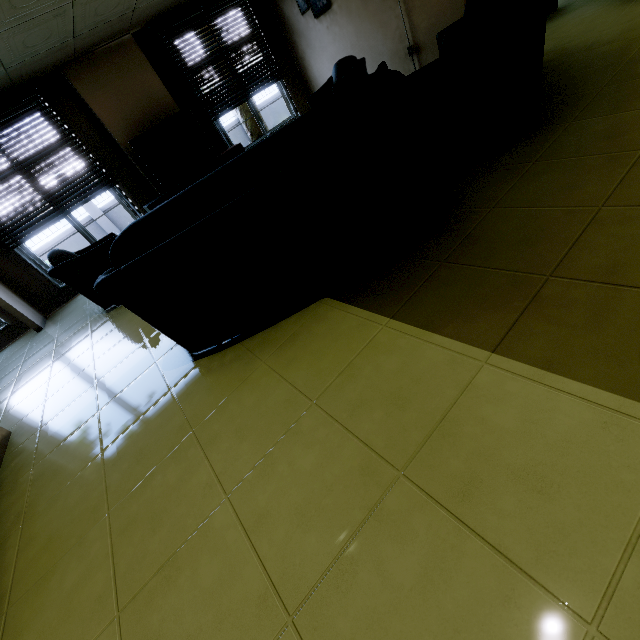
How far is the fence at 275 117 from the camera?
13.3 meters

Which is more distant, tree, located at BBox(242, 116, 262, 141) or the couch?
tree, located at BBox(242, 116, 262, 141)

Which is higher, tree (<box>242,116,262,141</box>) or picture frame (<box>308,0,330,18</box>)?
picture frame (<box>308,0,330,18</box>)

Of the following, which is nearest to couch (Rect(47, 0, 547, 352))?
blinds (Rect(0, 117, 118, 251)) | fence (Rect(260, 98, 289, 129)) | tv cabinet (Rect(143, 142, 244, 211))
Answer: tv cabinet (Rect(143, 142, 244, 211))

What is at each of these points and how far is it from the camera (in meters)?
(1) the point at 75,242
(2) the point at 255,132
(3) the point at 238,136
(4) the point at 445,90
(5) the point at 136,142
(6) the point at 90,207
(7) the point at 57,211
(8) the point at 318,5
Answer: (1) fence, 10.74
(2) tree, 10.19
(3) fence, 12.86
(4) couch, 2.24
(5) tv, 5.59
(6) fence, 10.64
(7) blinds, 5.55
(8) picture frame, 5.97

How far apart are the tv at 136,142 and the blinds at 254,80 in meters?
0.5 m

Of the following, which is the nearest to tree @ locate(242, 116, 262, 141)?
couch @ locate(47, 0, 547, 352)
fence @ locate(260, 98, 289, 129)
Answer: fence @ locate(260, 98, 289, 129)

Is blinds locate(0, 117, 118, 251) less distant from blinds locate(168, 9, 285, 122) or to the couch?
blinds locate(168, 9, 285, 122)
